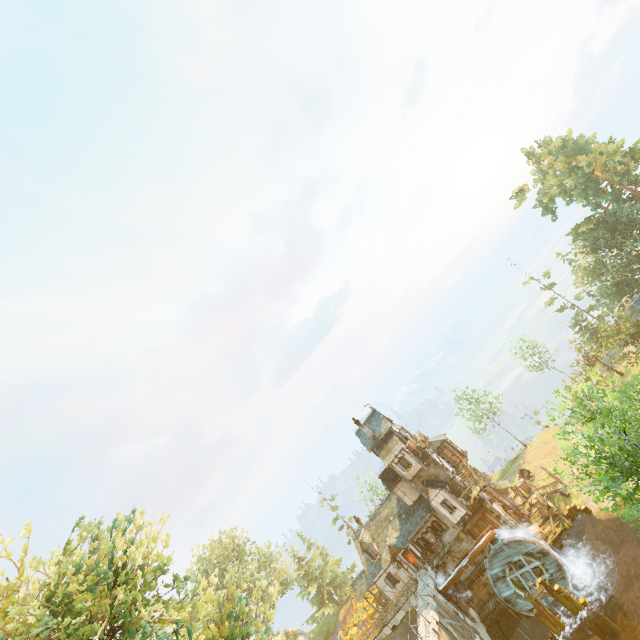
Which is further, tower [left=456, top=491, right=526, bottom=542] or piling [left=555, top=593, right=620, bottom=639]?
tower [left=456, top=491, right=526, bottom=542]

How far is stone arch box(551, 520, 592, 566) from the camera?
29.97m

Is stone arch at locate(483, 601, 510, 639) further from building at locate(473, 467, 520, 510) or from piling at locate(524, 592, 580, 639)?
building at locate(473, 467, 520, 510)

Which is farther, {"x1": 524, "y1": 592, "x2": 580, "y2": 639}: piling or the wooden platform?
the wooden platform

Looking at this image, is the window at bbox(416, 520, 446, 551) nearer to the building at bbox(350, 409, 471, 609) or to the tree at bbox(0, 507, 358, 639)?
the building at bbox(350, 409, 471, 609)

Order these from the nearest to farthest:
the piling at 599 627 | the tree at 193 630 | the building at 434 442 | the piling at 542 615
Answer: the tree at 193 630, the piling at 599 627, the piling at 542 615, the building at 434 442

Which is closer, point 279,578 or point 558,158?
point 558,158

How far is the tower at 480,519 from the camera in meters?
32.1
